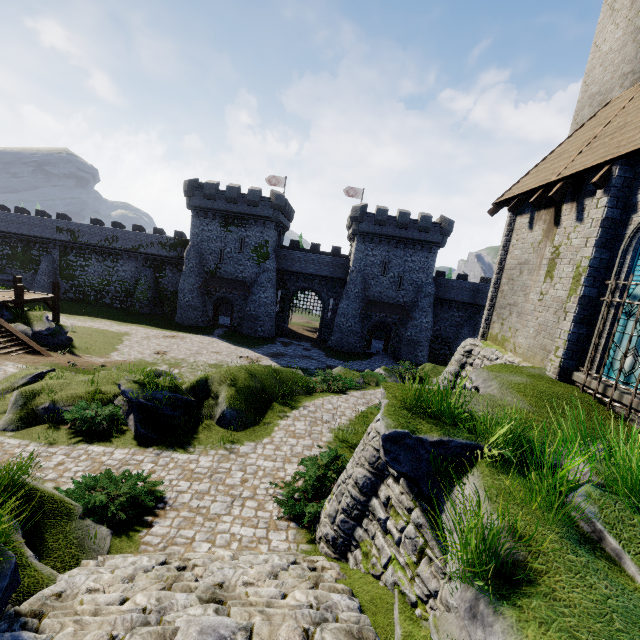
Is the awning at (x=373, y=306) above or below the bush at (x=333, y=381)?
above

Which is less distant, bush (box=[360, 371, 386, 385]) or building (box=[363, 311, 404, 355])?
bush (box=[360, 371, 386, 385])

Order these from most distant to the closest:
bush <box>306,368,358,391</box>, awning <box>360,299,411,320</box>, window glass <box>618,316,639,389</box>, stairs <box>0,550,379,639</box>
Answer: awning <box>360,299,411,320</box>
bush <box>306,368,358,391</box>
window glass <box>618,316,639,389</box>
stairs <box>0,550,379,639</box>

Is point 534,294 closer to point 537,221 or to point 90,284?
point 537,221

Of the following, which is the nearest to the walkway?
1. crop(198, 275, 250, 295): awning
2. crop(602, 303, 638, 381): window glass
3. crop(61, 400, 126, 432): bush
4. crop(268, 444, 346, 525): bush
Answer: crop(198, 275, 250, 295): awning

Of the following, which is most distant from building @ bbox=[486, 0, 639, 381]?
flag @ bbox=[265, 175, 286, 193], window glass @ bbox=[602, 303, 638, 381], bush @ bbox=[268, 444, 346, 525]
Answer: flag @ bbox=[265, 175, 286, 193]

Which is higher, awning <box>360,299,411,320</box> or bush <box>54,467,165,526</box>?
awning <box>360,299,411,320</box>

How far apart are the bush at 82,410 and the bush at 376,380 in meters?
14.3 m
